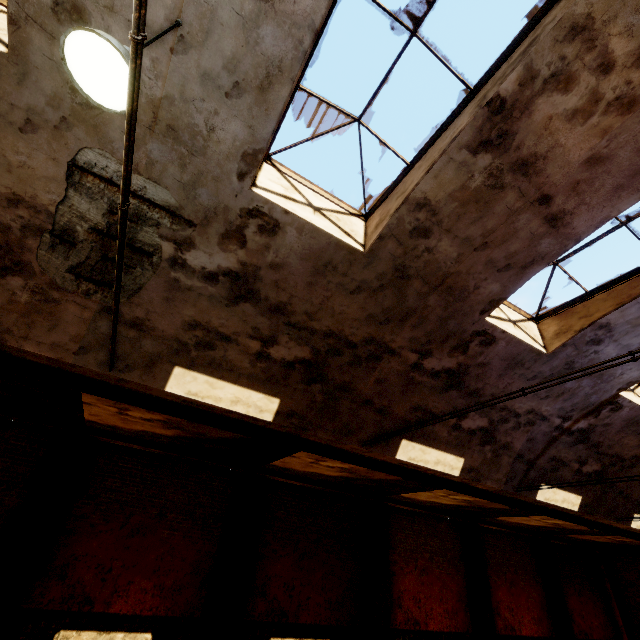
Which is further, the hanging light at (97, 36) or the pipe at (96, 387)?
the pipe at (96, 387)

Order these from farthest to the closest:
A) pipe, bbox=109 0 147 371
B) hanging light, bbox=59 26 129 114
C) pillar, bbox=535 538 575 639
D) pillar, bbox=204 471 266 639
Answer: pillar, bbox=535 538 575 639, pillar, bbox=204 471 266 639, hanging light, bbox=59 26 129 114, pipe, bbox=109 0 147 371

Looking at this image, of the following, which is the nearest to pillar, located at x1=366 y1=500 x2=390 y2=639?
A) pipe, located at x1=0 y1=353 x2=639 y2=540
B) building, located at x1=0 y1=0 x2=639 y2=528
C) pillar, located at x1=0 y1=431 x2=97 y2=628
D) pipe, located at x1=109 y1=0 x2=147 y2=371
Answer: pipe, located at x1=0 y1=353 x2=639 y2=540

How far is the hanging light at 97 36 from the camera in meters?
2.3 m

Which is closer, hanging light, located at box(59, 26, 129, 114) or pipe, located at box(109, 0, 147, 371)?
pipe, located at box(109, 0, 147, 371)

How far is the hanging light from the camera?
2.3m

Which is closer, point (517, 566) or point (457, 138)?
point (457, 138)

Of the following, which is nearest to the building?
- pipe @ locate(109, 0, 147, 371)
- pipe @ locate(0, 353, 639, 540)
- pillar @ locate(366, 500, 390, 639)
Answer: pipe @ locate(109, 0, 147, 371)
